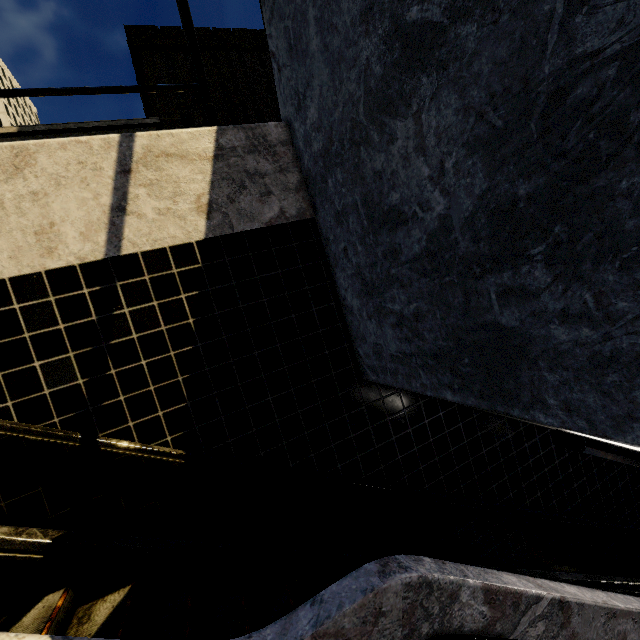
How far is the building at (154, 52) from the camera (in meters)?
30.56

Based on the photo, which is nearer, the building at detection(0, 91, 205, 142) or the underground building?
the underground building

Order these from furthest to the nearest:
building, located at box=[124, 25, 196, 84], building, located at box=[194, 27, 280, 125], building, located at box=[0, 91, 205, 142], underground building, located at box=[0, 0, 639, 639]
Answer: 1. building, located at box=[194, 27, 280, 125]
2. building, located at box=[124, 25, 196, 84]
3. building, located at box=[0, 91, 205, 142]
4. underground building, located at box=[0, 0, 639, 639]

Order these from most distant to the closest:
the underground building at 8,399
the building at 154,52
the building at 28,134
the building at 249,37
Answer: the building at 249,37 < the building at 154,52 < the building at 28,134 < the underground building at 8,399

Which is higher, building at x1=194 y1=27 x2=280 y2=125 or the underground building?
building at x1=194 y1=27 x2=280 y2=125

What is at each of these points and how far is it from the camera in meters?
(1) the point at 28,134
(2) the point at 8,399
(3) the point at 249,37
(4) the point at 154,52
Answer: (1) building, 27.0
(2) underground building, 3.1
(3) building, 34.2
(4) building, 31.3

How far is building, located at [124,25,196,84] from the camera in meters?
30.6
